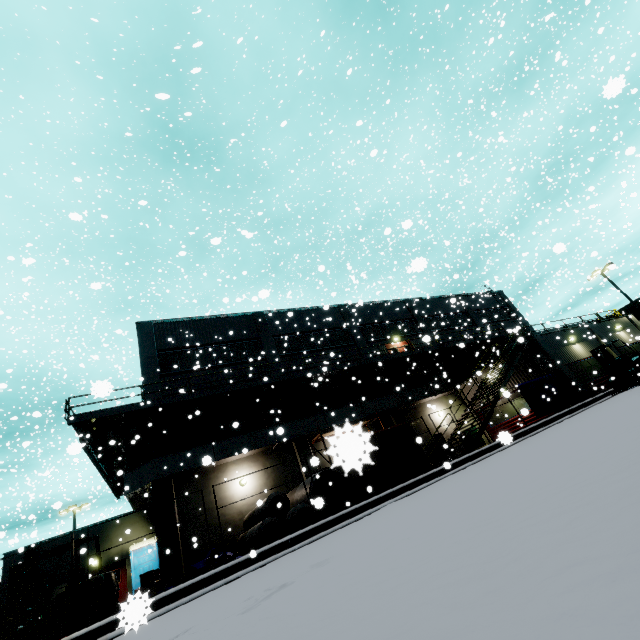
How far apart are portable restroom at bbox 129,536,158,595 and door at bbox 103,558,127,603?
0.77m

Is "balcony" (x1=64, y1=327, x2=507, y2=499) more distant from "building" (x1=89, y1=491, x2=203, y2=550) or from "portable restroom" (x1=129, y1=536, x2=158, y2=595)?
"portable restroom" (x1=129, y1=536, x2=158, y2=595)

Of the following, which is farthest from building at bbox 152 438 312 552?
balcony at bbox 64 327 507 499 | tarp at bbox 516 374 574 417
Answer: tarp at bbox 516 374 574 417

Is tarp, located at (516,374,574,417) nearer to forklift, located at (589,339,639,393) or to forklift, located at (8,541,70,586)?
forklift, located at (589,339,639,393)

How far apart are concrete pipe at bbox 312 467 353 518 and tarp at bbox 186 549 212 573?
2.7 meters

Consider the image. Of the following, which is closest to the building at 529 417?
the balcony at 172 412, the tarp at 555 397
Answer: the balcony at 172 412

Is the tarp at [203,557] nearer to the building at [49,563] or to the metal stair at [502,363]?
the building at [49,563]

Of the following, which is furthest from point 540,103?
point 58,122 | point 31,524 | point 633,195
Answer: point 31,524
